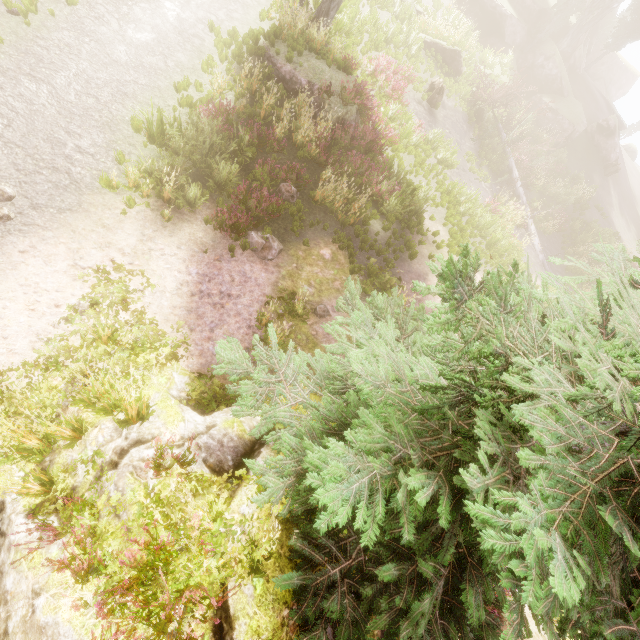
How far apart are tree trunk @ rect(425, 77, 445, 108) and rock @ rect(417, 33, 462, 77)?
3.5 meters

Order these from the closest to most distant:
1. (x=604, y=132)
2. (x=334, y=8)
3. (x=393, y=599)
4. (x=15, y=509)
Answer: (x=393, y=599) < (x=15, y=509) < (x=334, y=8) < (x=604, y=132)

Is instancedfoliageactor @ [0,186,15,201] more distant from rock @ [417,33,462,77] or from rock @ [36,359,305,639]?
rock @ [417,33,462,77]

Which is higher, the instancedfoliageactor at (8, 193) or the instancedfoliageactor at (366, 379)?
the instancedfoliageactor at (366, 379)

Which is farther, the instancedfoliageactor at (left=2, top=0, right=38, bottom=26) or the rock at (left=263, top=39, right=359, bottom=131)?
the rock at (left=263, top=39, right=359, bottom=131)

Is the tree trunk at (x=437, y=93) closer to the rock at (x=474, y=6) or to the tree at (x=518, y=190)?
the tree at (x=518, y=190)

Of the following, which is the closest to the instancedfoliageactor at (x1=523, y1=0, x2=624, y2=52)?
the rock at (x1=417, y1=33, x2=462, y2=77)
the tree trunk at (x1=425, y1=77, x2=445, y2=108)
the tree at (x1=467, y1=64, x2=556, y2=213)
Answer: A: the tree at (x1=467, y1=64, x2=556, y2=213)

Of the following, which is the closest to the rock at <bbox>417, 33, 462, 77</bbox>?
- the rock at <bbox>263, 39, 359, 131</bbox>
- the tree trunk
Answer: the tree trunk
